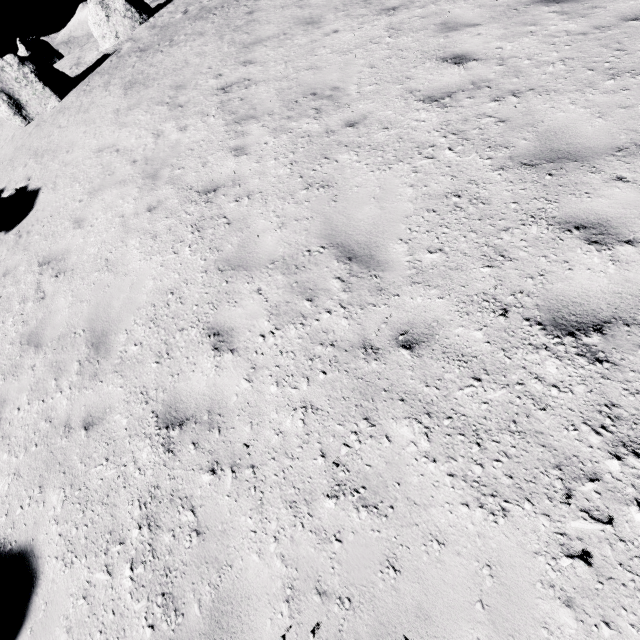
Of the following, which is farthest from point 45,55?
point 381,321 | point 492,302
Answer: point 492,302

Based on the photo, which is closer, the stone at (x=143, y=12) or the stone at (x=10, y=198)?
the stone at (x=10, y=198)

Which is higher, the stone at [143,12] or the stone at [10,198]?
the stone at [143,12]

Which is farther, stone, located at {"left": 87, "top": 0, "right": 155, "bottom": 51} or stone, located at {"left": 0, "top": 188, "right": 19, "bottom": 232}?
stone, located at {"left": 87, "top": 0, "right": 155, "bottom": 51}

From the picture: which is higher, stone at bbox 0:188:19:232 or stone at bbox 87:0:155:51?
stone at bbox 87:0:155:51
